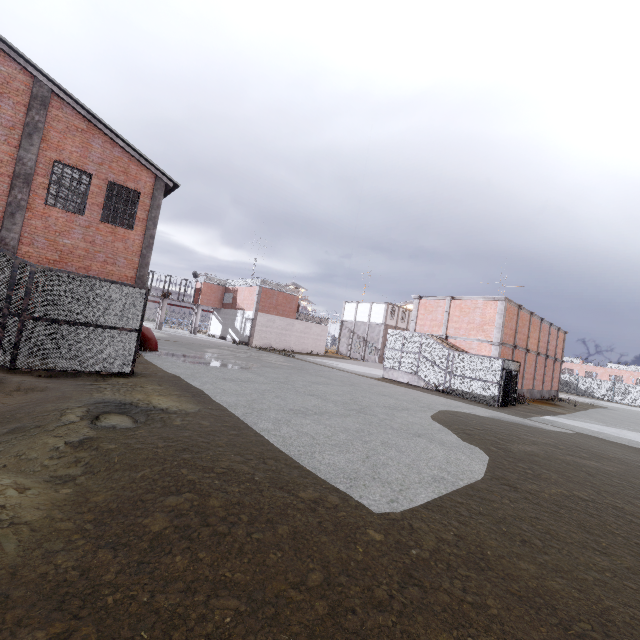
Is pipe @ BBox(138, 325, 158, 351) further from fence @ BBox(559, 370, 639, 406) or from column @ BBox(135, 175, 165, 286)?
fence @ BBox(559, 370, 639, 406)

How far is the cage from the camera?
19.25m

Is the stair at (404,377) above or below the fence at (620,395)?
below

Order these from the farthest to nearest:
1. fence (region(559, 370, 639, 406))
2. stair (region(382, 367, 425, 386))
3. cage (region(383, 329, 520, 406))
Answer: fence (region(559, 370, 639, 406))
stair (region(382, 367, 425, 386))
cage (region(383, 329, 520, 406))

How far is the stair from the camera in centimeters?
2277cm

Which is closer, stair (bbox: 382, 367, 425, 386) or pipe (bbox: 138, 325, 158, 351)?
pipe (bbox: 138, 325, 158, 351)

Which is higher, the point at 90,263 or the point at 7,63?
the point at 7,63

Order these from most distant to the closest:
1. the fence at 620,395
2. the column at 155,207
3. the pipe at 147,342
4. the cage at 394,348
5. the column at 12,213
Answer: the fence at 620,395 → the cage at 394,348 → the pipe at 147,342 → the column at 155,207 → the column at 12,213
